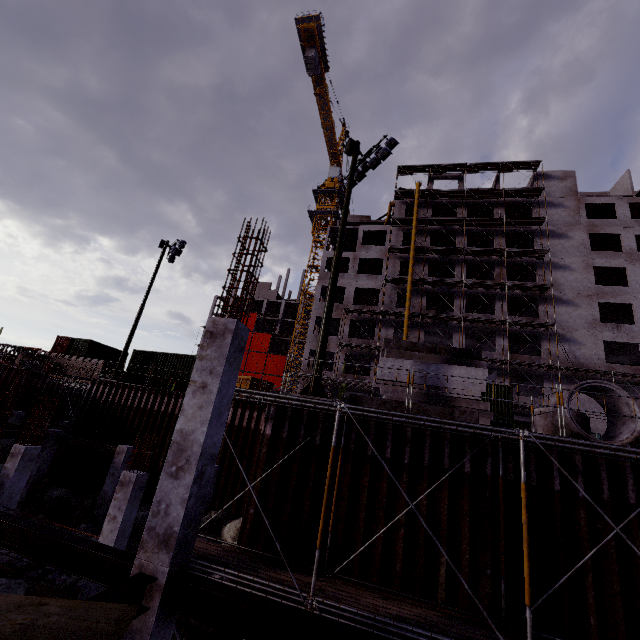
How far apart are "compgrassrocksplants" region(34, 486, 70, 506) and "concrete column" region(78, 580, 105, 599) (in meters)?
9.31

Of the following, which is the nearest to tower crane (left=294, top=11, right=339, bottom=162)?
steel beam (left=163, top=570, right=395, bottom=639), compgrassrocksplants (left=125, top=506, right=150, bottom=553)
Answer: compgrassrocksplants (left=125, top=506, right=150, bottom=553)

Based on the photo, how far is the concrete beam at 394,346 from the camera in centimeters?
1306cm

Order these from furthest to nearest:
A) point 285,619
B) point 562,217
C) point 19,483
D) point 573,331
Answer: point 562,217, point 573,331, point 19,483, point 285,619

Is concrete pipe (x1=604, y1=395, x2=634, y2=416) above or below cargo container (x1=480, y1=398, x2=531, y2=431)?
below

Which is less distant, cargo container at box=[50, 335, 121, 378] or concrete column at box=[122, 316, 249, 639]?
concrete column at box=[122, 316, 249, 639]

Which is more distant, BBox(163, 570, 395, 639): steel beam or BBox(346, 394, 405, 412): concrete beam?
BBox(346, 394, 405, 412): concrete beam

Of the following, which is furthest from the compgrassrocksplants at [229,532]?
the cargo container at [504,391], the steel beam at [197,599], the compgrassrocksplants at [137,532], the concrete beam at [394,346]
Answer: the cargo container at [504,391]
